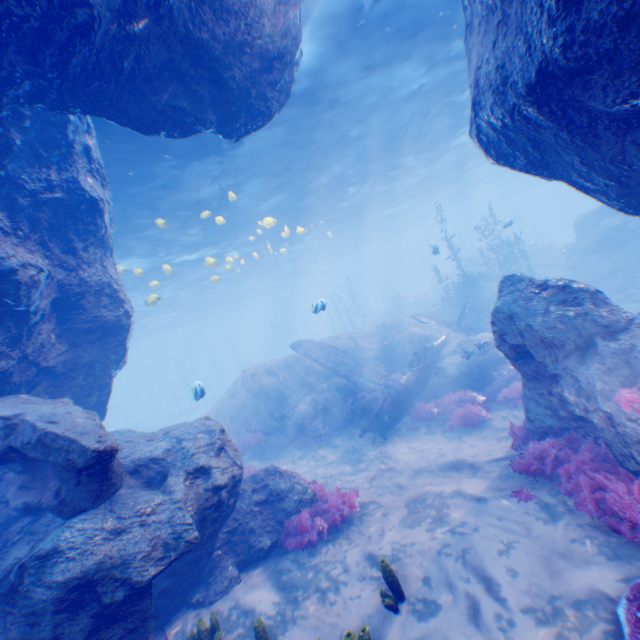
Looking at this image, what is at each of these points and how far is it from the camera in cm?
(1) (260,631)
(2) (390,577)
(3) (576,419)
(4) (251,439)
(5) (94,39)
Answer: (1) instancedfoliageactor, 491
(2) instancedfoliageactor, 493
(3) rock, 596
(4) instancedfoliageactor, 1525
(5) rock, 505

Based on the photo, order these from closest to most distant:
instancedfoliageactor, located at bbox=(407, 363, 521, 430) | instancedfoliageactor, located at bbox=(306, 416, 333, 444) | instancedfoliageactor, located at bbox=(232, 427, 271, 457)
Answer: instancedfoliageactor, located at bbox=(407, 363, 521, 430) → instancedfoliageactor, located at bbox=(306, 416, 333, 444) → instancedfoliageactor, located at bbox=(232, 427, 271, 457)

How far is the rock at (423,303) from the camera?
33.94m

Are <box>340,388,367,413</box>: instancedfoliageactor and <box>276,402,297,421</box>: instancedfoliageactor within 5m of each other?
yes

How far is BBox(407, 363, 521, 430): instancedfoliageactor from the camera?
10.7 meters

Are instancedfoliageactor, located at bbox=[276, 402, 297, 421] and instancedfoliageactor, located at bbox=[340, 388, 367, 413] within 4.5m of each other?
yes

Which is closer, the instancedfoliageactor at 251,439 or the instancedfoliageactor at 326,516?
the instancedfoliageactor at 326,516

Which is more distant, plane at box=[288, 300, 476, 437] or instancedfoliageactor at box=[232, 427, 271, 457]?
instancedfoliageactor at box=[232, 427, 271, 457]
